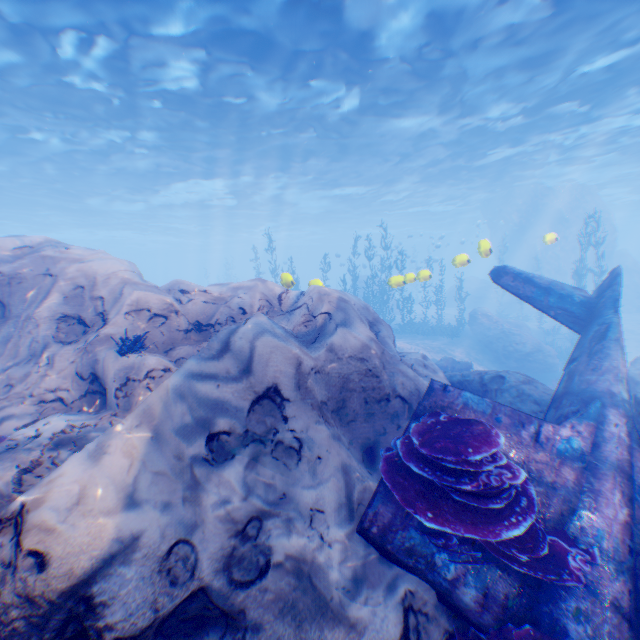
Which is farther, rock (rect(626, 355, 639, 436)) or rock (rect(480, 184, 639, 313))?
rock (rect(480, 184, 639, 313))

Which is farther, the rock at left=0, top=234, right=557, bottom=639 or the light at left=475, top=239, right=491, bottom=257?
the light at left=475, top=239, right=491, bottom=257

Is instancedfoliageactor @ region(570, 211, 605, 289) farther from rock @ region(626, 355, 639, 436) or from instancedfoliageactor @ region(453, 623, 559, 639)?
instancedfoliageactor @ region(453, 623, 559, 639)

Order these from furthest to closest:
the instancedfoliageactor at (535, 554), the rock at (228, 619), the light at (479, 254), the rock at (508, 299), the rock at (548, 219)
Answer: the rock at (508, 299), the rock at (548, 219), the light at (479, 254), the instancedfoliageactor at (535, 554), the rock at (228, 619)

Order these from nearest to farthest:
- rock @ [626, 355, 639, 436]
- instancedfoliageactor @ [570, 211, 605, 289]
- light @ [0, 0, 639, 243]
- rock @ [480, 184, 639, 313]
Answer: rock @ [626, 355, 639, 436]
light @ [0, 0, 639, 243]
instancedfoliageactor @ [570, 211, 605, 289]
rock @ [480, 184, 639, 313]

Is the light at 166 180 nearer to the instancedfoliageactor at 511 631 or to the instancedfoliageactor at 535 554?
the instancedfoliageactor at 535 554

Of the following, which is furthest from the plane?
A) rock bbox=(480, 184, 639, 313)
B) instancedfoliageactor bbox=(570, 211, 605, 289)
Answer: instancedfoliageactor bbox=(570, 211, 605, 289)

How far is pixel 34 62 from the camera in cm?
1187
